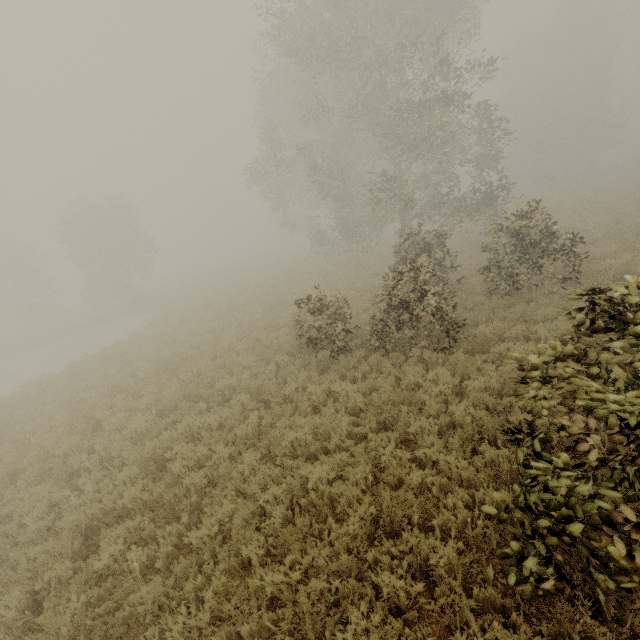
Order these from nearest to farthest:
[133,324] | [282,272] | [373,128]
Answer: [373,128], [133,324], [282,272]
